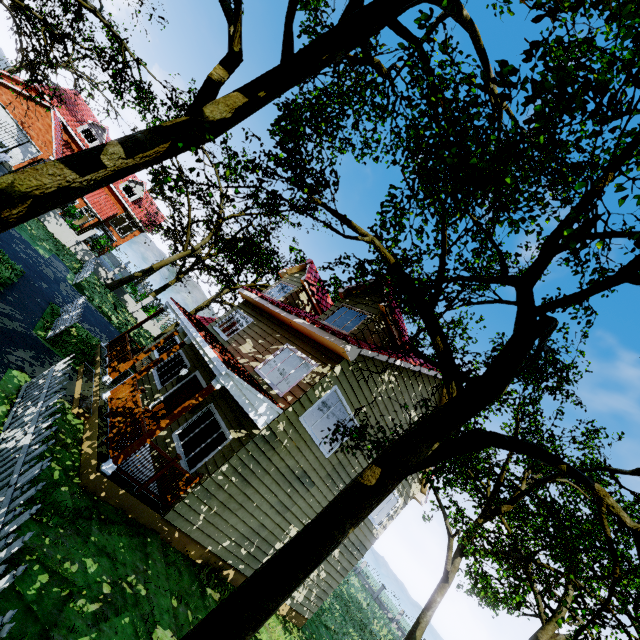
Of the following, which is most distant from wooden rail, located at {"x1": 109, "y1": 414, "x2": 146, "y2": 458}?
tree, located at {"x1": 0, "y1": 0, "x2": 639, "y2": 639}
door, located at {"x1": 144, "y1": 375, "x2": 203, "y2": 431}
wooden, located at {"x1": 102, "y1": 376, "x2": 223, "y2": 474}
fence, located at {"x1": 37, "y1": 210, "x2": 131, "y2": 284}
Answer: fence, located at {"x1": 37, "y1": 210, "x2": 131, "y2": 284}

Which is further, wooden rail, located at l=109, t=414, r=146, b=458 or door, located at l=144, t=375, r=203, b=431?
door, located at l=144, t=375, r=203, b=431

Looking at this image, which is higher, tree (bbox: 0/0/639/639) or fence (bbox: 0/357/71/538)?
tree (bbox: 0/0/639/639)

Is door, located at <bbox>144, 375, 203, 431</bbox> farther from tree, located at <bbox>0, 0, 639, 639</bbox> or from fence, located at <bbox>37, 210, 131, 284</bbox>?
fence, located at <bbox>37, 210, 131, 284</bbox>

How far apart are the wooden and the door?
3.43m

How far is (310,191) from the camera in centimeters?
743cm

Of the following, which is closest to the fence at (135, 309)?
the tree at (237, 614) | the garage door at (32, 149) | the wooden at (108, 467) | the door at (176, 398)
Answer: the tree at (237, 614)

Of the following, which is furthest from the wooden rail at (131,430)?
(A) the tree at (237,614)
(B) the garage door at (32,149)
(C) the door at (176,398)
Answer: (B) the garage door at (32,149)
